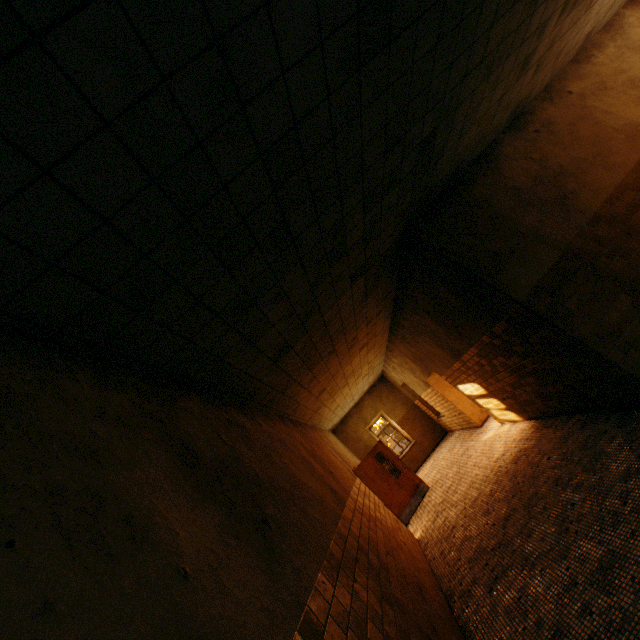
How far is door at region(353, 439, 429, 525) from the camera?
9.8m

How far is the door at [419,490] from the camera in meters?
9.8 m

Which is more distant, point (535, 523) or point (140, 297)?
point (535, 523)
